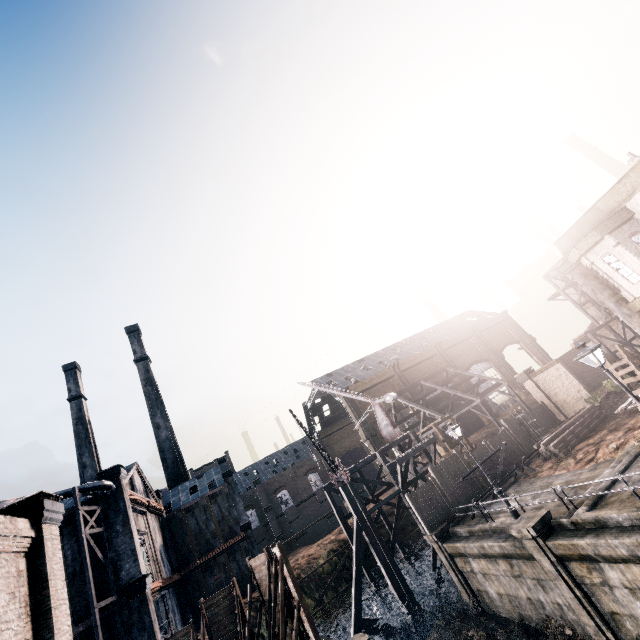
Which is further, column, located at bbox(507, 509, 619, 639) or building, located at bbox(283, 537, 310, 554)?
building, located at bbox(283, 537, 310, 554)

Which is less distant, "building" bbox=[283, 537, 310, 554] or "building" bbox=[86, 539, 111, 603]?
"building" bbox=[86, 539, 111, 603]

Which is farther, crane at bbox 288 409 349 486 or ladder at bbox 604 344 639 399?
crane at bbox 288 409 349 486

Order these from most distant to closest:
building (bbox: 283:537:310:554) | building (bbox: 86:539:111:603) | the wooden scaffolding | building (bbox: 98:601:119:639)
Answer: building (bbox: 283:537:310:554) < the wooden scaffolding < building (bbox: 86:539:111:603) < building (bbox: 98:601:119:639)

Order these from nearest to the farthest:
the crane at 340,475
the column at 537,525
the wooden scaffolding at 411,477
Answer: the column at 537,525 < the wooden scaffolding at 411,477 < the crane at 340,475

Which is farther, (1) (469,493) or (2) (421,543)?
(2) (421,543)

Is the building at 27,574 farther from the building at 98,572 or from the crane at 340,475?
the crane at 340,475

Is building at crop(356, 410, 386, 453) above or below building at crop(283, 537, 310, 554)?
above
